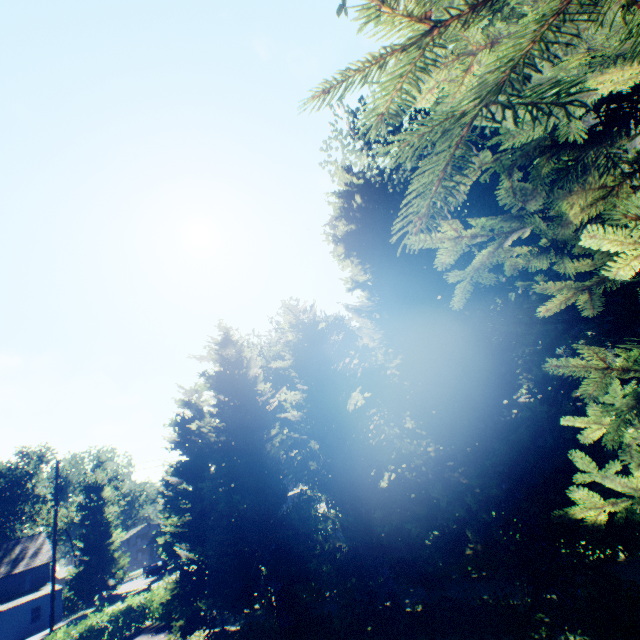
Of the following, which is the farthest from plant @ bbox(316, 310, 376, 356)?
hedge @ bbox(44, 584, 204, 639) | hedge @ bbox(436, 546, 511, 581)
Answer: hedge @ bbox(436, 546, 511, 581)

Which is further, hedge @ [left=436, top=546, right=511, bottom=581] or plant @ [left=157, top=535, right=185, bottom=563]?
plant @ [left=157, top=535, right=185, bottom=563]

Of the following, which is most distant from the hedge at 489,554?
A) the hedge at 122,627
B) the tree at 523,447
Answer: the hedge at 122,627

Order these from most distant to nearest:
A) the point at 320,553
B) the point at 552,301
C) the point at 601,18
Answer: the point at 320,553, the point at 552,301, the point at 601,18

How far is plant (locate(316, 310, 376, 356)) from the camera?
36.44m

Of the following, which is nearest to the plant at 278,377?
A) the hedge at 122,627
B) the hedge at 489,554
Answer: the hedge at 122,627

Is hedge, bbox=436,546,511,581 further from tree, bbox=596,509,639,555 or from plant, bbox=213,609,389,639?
plant, bbox=213,609,389,639
